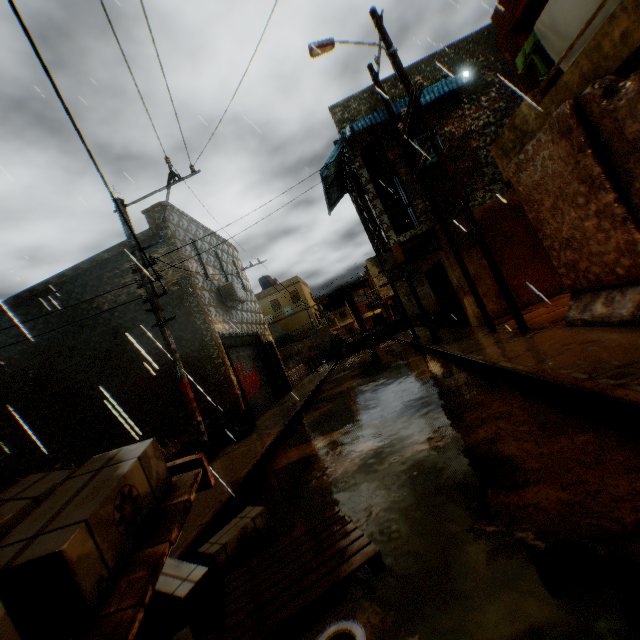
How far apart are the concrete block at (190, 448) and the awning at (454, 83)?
2.6 meters

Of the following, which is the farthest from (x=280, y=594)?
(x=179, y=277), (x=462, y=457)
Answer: (x=179, y=277)

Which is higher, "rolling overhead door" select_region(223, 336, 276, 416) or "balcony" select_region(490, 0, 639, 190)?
"balcony" select_region(490, 0, 639, 190)

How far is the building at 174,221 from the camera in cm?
1114

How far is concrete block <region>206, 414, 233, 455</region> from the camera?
8.3m

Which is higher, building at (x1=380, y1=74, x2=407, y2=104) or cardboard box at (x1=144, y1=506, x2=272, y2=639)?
building at (x1=380, y1=74, x2=407, y2=104)

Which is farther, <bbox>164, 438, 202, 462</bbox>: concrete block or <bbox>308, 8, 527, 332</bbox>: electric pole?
<bbox>308, 8, 527, 332</bbox>: electric pole

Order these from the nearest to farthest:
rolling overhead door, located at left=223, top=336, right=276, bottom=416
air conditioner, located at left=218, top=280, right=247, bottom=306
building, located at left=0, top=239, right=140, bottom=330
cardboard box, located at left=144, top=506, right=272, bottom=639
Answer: cardboard box, located at left=144, top=506, right=272, bottom=639 → building, located at left=0, top=239, right=140, bottom=330 → rolling overhead door, located at left=223, top=336, right=276, bottom=416 → air conditioner, located at left=218, top=280, right=247, bottom=306
